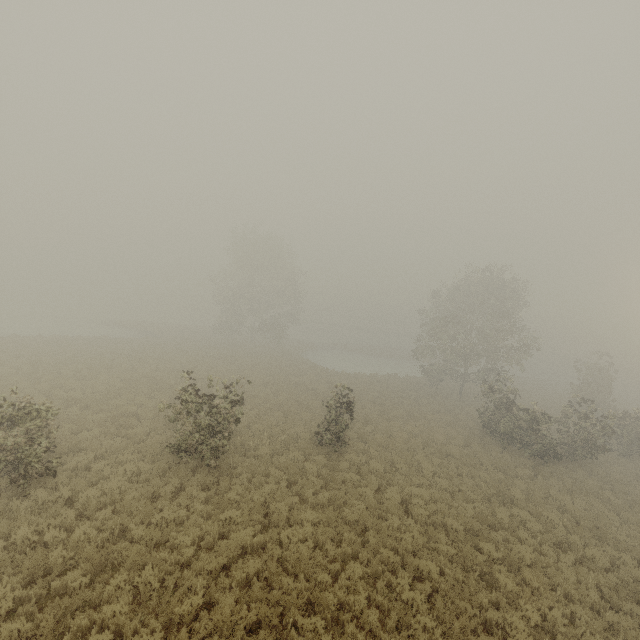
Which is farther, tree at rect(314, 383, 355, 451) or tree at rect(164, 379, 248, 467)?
tree at rect(314, 383, 355, 451)

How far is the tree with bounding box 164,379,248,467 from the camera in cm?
1209

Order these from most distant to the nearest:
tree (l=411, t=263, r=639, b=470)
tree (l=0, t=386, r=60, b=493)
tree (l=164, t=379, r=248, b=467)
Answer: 1. tree (l=411, t=263, r=639, b=470)
2. tree (l=164, t=379, r=248, b=467)
3. tree (l=0, t=386, r=60, b=493)

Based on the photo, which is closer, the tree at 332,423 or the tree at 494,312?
the tree at 332,423

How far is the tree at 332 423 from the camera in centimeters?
1620cm

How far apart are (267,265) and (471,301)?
29.39m
